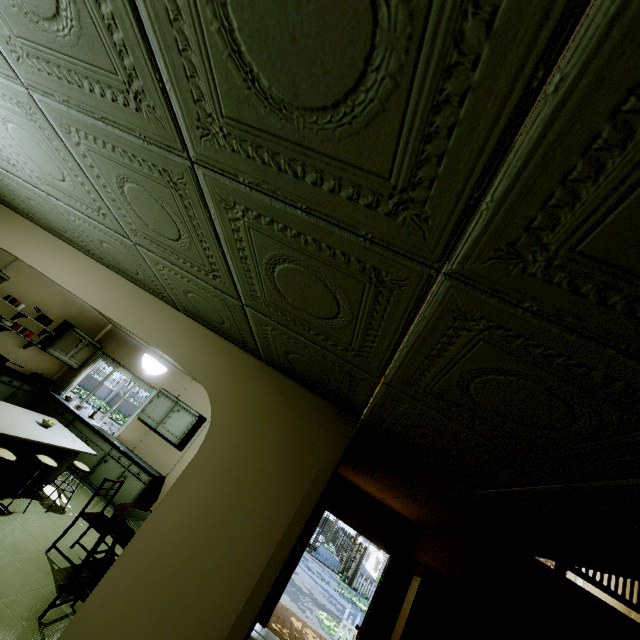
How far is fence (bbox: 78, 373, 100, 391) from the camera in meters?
27.9 m

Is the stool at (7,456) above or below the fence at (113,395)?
above

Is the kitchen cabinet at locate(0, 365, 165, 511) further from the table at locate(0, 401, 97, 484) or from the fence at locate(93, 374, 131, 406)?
the fence at locate(93, 374, 131, 406)

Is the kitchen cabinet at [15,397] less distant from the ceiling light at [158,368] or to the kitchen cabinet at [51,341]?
the kitchen cabinet at [51,341]

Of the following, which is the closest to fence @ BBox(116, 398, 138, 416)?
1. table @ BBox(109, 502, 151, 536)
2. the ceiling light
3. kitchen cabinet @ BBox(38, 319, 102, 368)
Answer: kitchen cabinet @ BBox(38, 319, 102, 368)

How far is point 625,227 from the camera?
0.63m
